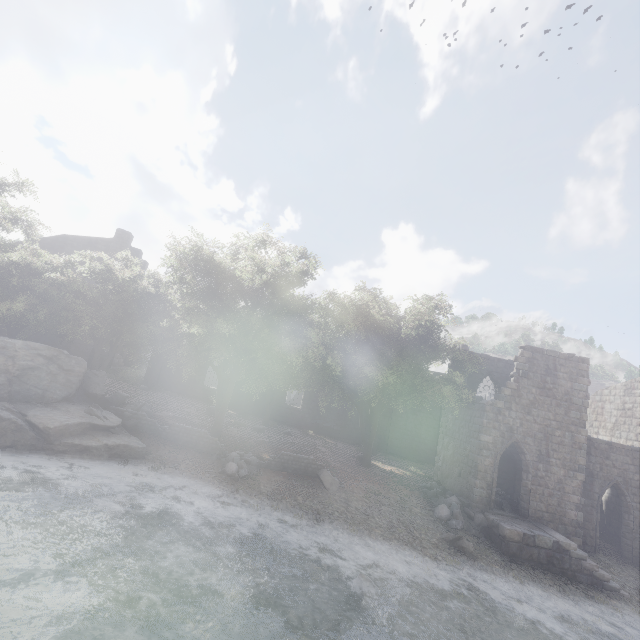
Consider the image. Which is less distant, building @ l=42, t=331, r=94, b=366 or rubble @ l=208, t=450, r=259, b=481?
rubble @ l=208, t=450, r=259, b=481

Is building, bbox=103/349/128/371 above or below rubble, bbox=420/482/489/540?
above

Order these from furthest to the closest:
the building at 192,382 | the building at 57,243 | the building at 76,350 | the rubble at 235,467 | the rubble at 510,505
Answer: the building at 192,382 < the building at 57,243 < the building at 76,350 < the rubble at 510,505 < the rubble at 235,467

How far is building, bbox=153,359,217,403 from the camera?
31.2m

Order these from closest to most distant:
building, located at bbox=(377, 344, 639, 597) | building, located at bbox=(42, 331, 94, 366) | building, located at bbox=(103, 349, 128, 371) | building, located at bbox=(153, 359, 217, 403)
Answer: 1. building, located at bbox=(377, 344, 639, 597)
2. building, located at bbox=(42, 331, 94, 366)
3. building, located at bbox=(153, 359, 217, 403)
4. building, located at bbox=(103, 349, 128, 371)

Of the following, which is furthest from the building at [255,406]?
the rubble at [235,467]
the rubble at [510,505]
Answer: the rubble at [235,467]

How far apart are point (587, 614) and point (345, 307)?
16.74m
